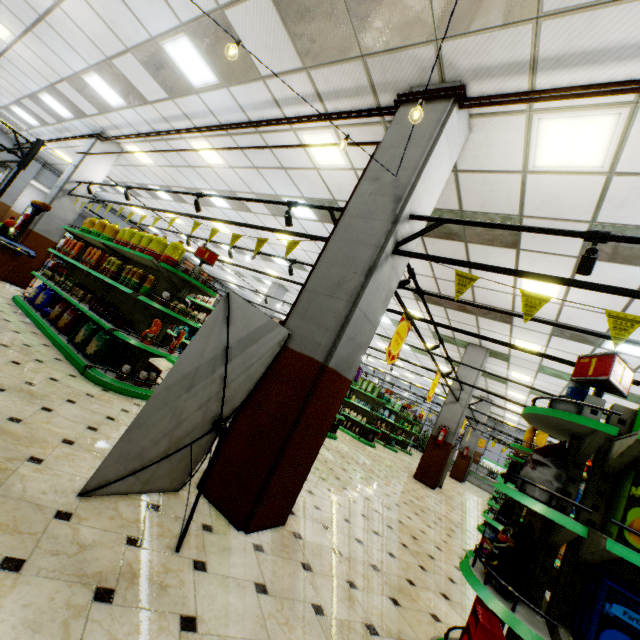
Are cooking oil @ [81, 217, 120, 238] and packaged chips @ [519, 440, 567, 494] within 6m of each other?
no

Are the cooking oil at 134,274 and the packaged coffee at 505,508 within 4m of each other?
no

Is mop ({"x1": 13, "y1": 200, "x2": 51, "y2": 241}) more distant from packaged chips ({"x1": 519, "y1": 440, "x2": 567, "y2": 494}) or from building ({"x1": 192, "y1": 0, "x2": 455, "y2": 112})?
packaged chips ({"x1": 519, "y1": 440, "x2": 567, "y2": 494})

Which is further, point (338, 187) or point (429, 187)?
point (338, 187)

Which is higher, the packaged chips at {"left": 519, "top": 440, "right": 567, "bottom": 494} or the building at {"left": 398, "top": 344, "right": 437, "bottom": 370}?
the building at {"left": 398, "top": 344, "right": 437, "bottom": 370}

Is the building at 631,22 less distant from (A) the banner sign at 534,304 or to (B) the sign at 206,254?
(A) the banner sign at 534,304

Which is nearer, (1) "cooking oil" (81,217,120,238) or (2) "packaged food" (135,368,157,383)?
(2) "packaged food" (135,368,157,383)

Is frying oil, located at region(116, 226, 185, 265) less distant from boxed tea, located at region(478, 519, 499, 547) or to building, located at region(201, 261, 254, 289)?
building, located at region(201, 261, 254, 289)
